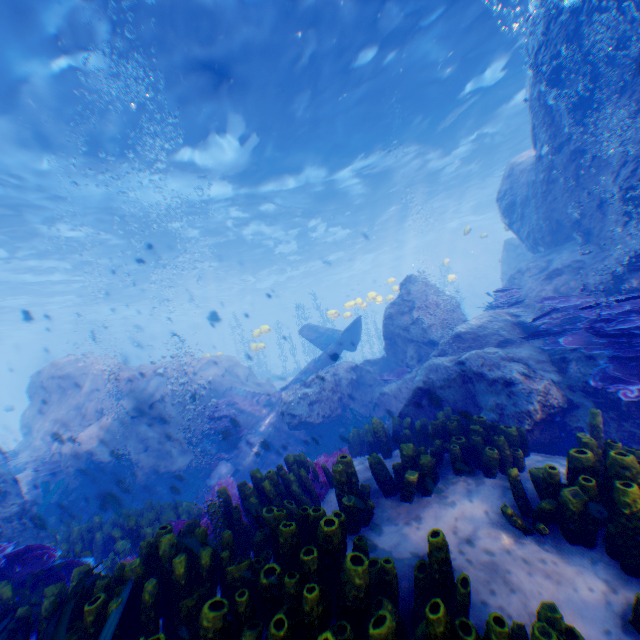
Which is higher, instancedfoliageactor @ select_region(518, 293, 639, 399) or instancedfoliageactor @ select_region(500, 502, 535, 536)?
instancedfoliageactor @ select_region(518, 293, 639, 399)

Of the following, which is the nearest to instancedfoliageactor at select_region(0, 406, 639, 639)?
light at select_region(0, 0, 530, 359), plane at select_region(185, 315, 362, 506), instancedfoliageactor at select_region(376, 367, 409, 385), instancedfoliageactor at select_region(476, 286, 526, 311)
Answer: plane at select_region(185, 315, 362, 506)

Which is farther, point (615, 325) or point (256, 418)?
point (256, 418)

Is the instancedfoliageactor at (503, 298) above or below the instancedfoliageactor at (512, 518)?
above

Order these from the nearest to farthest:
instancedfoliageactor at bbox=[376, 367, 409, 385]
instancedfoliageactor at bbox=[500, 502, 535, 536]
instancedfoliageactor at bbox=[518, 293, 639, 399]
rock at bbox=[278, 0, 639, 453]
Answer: instancedfoliageactor at bbox=[500, 502, 535, 536] < instancedfoliageactor at bbox=[518, 293, 639, 399] < rock at bbox=[278, 0, 639, 453] < instancedfoliageactor at bbox=[376, 367, 409, 385]

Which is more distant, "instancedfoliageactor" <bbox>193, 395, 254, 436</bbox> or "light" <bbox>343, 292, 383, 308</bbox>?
"light" <bbox>343, 292, 383, 308</bbox>

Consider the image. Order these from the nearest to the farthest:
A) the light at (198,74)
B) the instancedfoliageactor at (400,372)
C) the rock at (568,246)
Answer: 1. the rock at (568,246)
2. the light at (198,74)
3. the instancedfoliageactor at (400,372)

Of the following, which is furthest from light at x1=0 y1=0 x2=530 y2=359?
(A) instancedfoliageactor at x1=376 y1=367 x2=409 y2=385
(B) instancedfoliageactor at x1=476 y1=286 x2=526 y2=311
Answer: (A) instancedfoliageactor at x1=376 y1=367 x2=409 y2=385
